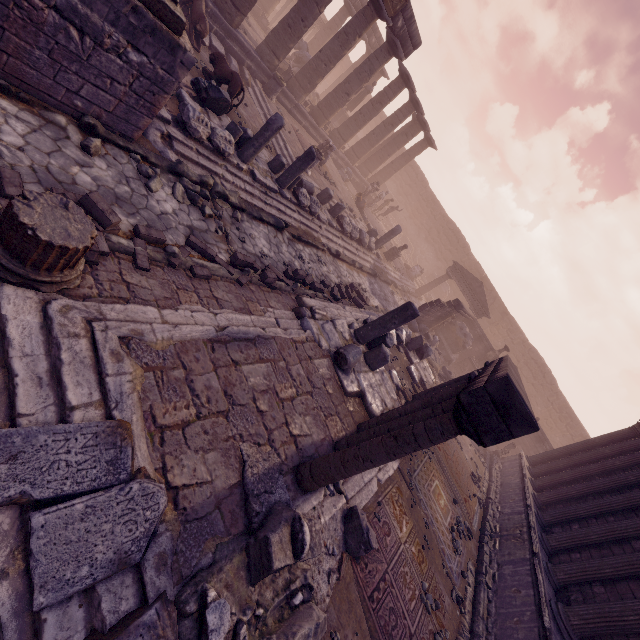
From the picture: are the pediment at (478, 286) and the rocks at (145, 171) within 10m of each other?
no

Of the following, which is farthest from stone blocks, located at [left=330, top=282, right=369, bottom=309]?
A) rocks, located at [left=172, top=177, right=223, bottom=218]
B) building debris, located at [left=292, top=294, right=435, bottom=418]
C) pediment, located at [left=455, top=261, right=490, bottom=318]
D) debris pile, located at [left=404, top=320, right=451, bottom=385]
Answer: pediment, located at [left=455, top=261, right=490, bottom=318]

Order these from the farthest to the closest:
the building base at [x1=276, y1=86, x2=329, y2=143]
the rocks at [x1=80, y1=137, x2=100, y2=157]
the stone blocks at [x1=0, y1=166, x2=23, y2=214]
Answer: the building base at [x1=276, y1=86, x2=329, y2=143] < the rocks at [x1=80, y1=137, x2=100, y2=157] < the stone blocks at [x1=0, y1=166, x2=23, y2=214]

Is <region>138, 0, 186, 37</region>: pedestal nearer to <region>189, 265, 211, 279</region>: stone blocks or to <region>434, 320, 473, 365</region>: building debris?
<region>189, 265, 211, 279</region>: stone blocks

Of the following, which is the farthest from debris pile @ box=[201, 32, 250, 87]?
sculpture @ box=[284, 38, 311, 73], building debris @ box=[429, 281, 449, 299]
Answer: building debris @ box=[429, 281, 449, 299]

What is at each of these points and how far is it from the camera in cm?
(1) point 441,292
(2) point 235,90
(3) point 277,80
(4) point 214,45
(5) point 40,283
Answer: (1) building debris, 2934
(2) sculpture, 942
(3) column base, 1428
(4) debris pile, 1204
(5) column base, 327

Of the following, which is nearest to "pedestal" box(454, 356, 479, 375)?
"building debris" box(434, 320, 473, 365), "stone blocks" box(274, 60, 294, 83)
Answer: "building debris" box(434, 320, 473, 365)

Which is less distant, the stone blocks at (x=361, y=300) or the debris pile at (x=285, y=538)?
the debris pile at (x=285, y=538)
